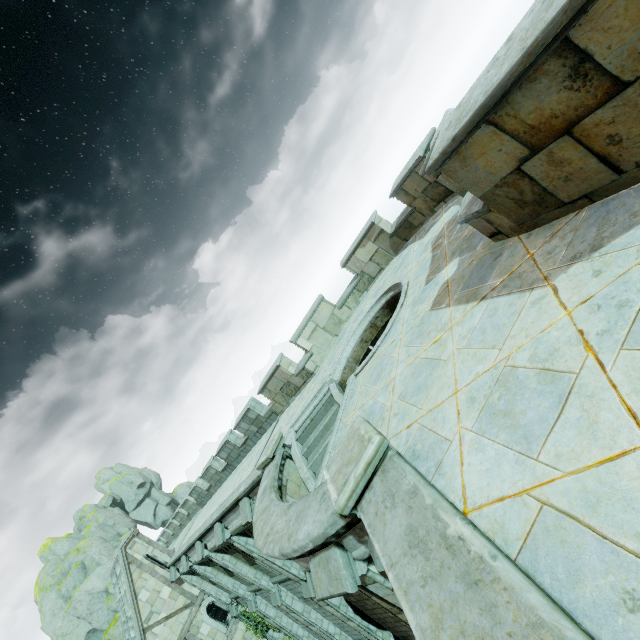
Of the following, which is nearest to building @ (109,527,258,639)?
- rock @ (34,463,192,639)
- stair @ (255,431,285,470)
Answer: rock @ (34,463,192,639)

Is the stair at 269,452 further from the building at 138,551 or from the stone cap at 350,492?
the building at 138,551

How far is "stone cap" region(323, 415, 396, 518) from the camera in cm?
338

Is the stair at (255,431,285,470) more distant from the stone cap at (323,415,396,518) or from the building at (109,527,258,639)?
the building at (109,527,258,639)

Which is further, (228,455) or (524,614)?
(228,455)

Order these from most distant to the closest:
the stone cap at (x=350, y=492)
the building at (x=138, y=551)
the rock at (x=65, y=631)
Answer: the rock at (x=65, y=631)
the building at (x=138, y=551)
the stone cap at (x=350, y=492)

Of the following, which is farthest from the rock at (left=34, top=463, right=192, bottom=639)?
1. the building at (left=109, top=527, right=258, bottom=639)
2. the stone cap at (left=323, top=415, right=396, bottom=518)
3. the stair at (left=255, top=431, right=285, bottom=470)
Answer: the stone cap at (left=323, top=415, right=396, bottom=518)

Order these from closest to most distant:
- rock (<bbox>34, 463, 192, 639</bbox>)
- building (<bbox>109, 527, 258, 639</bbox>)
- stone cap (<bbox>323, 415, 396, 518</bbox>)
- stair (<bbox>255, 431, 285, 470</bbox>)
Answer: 1. stone cap (<bbox>323, 415, 396, 518</bbox>)
2. stair (<bbox>255, 431, 285, 470</bbox>)
3. building (<bbox>109, 527, 258, 639</bbox>)
4. rock (<bbox>34, 463, 192, 639</bbox>)
